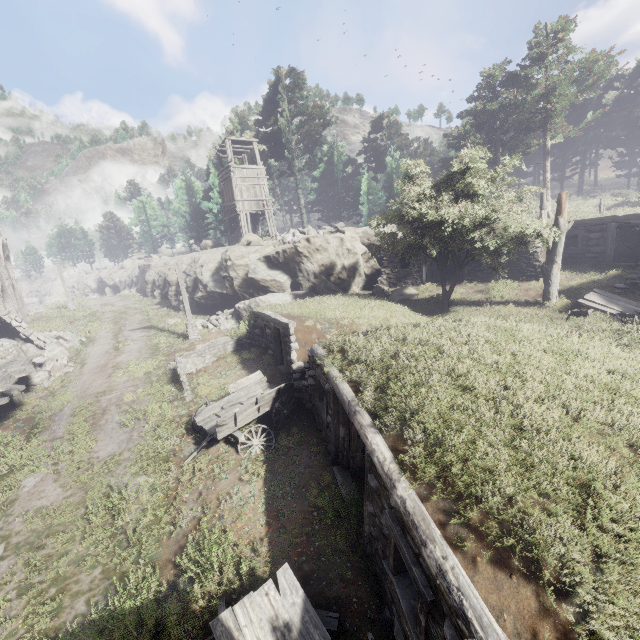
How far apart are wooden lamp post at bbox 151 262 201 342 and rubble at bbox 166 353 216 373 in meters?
3.2

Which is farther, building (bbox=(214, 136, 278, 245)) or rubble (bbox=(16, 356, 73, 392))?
building (bbox=(214, 136, 278, 245))

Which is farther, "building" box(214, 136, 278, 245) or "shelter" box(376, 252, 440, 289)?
"building" box(214, 136, 278, 245)

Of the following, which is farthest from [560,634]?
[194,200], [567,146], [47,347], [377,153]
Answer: [567,146]

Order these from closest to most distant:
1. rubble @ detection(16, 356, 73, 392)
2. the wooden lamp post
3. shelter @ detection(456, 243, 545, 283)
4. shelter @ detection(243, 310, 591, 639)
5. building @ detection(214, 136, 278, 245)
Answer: shelter @ detection(243, 310, 591, 639) → rubble @ detection(16, 356, 73, 392) → shelter @ detection(456, 243, 545, 283) → the wooden lamp post → building @ detection(214, 136, 278, 245)

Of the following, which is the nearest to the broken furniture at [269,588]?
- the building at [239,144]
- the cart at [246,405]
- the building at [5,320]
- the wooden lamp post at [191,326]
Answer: the cart at [246,405]

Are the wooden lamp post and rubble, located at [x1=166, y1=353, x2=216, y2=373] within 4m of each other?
yes

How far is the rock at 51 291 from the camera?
44.3m
